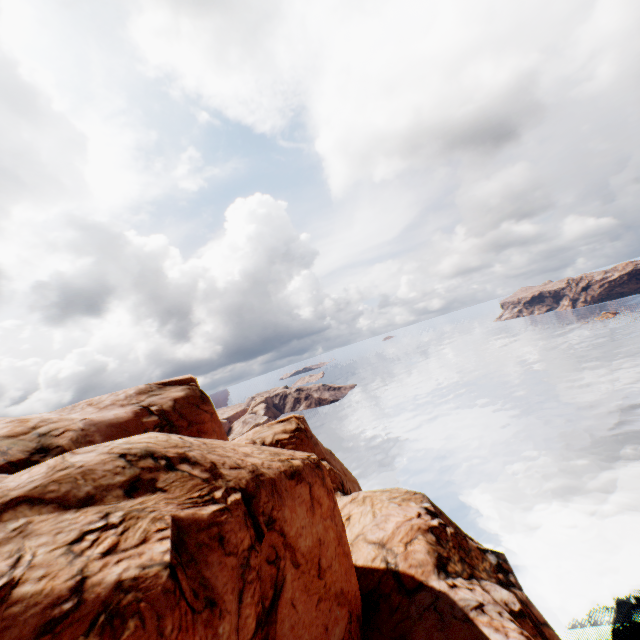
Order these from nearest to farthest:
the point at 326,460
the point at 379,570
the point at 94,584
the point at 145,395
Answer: the point at 94,584, the point at 379,570, the point at 145,395, the point at 326,460
